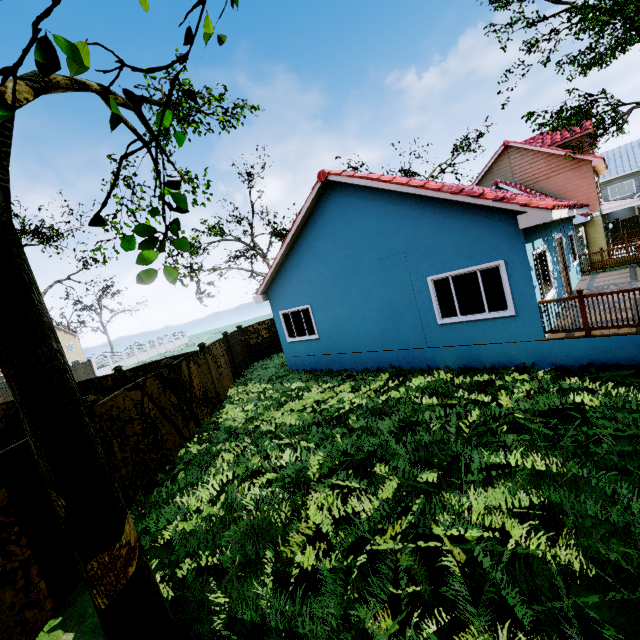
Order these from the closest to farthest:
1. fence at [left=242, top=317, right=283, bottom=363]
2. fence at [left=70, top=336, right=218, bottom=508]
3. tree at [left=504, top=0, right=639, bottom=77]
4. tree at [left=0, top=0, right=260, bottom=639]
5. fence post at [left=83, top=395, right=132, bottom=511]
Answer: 1. tree at [left=0, top=0, right=260, bottom=639]
2. fence post at [left=83, top=395, right=132, bottom=511]
3. fence at [left=70, top=336, right=218, bottom=508]
4. tree at [left=504, top=0, right=639, bottom=77]
5. fence at [left=242, top=317, right=283, bottom=363]

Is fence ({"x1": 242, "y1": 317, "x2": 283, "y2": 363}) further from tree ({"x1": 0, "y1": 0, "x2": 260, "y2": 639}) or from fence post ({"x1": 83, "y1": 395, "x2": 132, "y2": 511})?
tree ({"x1": 0, "y1": 0, "x2": 260, "y2": 639})

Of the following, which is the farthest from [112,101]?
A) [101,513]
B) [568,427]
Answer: [568,427]

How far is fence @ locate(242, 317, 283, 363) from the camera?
19.2 meters

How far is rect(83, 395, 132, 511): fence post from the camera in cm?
607

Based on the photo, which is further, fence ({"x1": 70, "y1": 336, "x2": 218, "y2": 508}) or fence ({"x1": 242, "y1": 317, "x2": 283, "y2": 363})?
fence ({"x1": 242, "y1": 317, "x2": 283, "y2": 363})

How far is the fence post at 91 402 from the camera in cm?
607

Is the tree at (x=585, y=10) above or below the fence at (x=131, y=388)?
above
